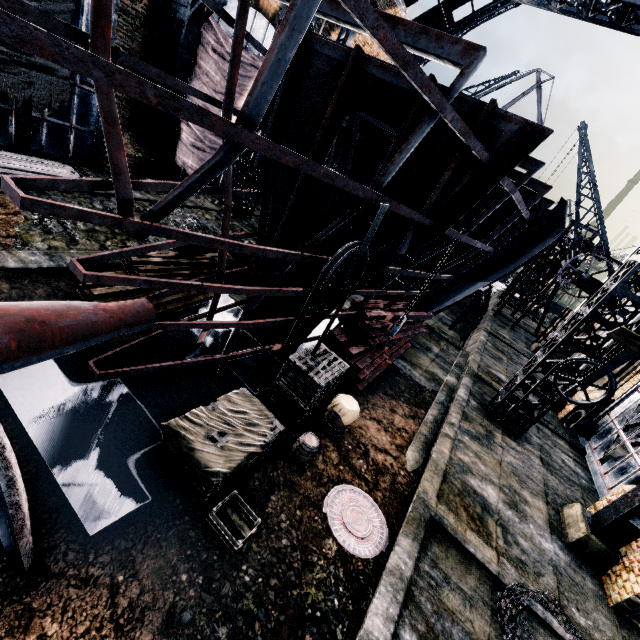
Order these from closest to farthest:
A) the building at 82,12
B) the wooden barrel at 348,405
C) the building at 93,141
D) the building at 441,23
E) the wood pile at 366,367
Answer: the wooden barrel at 348,405, the wood pile at 366,367, the building at 82,12, the building at 93,141, the building at 441,23

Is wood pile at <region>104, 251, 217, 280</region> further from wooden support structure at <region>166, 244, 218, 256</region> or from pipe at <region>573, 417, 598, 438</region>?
pipe at <region>573, 417, 598, 438</region>

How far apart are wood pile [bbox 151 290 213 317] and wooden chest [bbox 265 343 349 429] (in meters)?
4.46

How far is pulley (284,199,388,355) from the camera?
6.2 meters

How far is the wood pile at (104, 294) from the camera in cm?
873

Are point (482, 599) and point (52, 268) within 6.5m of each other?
no

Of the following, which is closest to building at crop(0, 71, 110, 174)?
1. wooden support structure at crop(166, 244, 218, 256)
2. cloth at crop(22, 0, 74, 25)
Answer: cloth at crop(22, 0, 74, 25)

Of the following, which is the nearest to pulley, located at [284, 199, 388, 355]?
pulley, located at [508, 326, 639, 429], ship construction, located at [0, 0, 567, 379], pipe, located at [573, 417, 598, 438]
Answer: ship construction, located at [0, 0, 567, 379]
